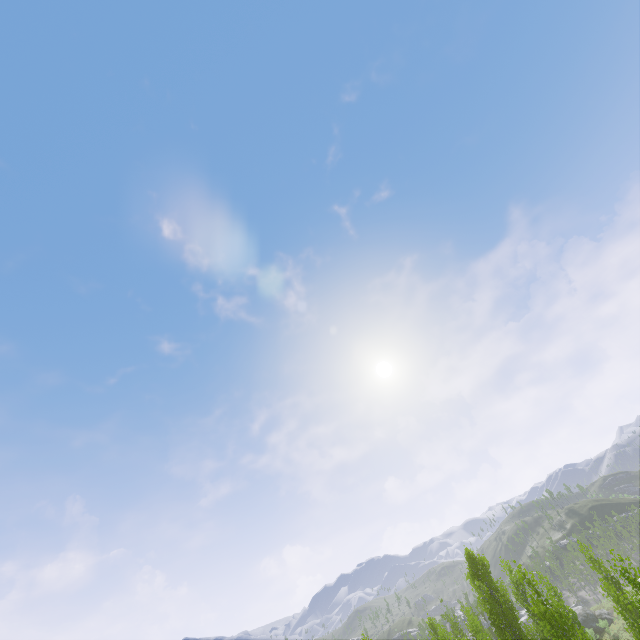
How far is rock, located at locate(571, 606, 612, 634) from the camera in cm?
4125

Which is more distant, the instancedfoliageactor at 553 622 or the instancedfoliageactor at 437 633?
the instancedfoliageactor at 437 633

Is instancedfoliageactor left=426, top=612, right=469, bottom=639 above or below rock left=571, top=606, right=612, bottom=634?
above

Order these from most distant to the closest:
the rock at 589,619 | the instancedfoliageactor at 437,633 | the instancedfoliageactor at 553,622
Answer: the rock at 589,619 → the instancedfoliageactor at 437,633 → the instancedfoliageactor at 553,622

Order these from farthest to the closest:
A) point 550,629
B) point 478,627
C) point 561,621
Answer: point 478,627 → point 550,629 → point 561,621

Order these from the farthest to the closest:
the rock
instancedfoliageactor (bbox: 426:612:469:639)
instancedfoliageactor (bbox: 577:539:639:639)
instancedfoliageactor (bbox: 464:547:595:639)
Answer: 1. the rock
2. instancedfoliageactor (bbox: 426:612:469:639)
3. instancedfoliageactor (bbox: 577:539:639:639)
4. instancedfoliageactor (bbox: 464:547:595:639)

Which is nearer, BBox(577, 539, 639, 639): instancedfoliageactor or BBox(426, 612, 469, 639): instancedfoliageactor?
BBox(577, 539, 639, 639): instancedfoliageactor
